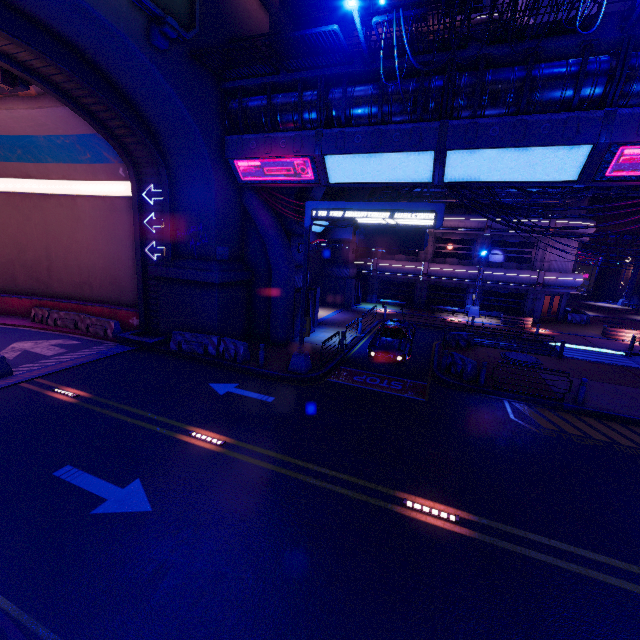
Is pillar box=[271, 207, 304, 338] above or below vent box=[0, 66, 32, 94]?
below

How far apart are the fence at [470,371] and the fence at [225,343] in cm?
1112

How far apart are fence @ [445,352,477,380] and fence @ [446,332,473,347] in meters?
3.9 m

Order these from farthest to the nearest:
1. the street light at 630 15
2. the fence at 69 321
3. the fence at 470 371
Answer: the fence at 69 321 < the fence at 470 371 < the street light at 630 15

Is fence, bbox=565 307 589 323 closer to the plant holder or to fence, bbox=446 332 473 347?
the plant holder

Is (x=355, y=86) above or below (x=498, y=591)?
above

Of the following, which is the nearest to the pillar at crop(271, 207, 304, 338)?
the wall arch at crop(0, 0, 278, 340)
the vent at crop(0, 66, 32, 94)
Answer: the wall arch at crop(0, 0, 278, 340)

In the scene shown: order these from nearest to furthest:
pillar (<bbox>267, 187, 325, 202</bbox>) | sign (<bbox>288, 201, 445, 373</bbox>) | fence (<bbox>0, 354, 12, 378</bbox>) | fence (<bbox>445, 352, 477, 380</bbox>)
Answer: sign (<bbox>288, 201, 445, 373</bbox>), fence (<bbox>0, 354, 12, 378</bbox>), fence (<bbox>445, 352, 477, 380</bbox>), pillar (<bbox>267, 187, 325, 202</bbox>)
